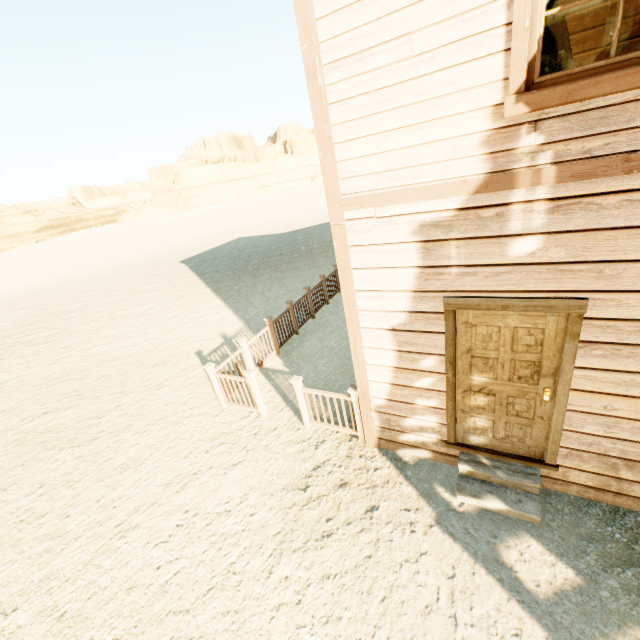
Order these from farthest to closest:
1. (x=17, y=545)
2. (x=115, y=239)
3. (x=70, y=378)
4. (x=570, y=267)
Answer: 1. (x=115, y=239)
2. (x=70, y=378)
3. (x=17, y=545)
4. (x=570, y=267)

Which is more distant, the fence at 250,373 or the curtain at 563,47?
the fence at 250,373

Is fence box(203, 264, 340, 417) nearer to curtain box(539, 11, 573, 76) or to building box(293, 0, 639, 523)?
building box(293, 0, 639, 523)

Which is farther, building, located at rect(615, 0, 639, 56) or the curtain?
building, located at rect(615, 0, 639, 56)

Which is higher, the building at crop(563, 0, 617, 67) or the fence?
the building at crop(563, 0, 617, 67)

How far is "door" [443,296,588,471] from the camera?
3.1 meters

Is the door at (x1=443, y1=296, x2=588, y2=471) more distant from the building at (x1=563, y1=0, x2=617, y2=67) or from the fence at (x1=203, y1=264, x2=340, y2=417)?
the fence at (x1=203, y1=264, x2=340, y2=417)

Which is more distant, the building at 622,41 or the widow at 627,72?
the building at 622,41
